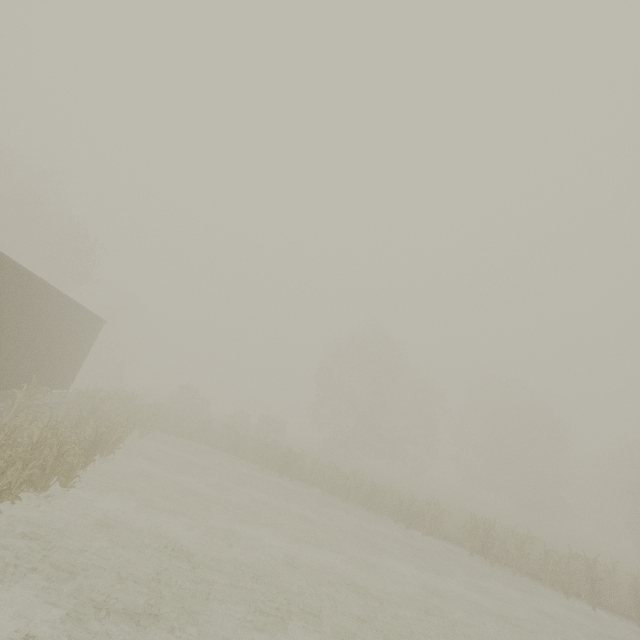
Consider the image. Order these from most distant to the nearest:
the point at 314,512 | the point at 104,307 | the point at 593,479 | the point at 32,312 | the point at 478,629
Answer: the point at 593,479 < the point at 104,307 < the point at 314,512 < the point at 32,312 < the point at 478,629

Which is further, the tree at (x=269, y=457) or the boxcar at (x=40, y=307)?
the tree at (x=269, y=457)

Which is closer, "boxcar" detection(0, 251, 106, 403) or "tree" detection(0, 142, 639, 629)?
"boxcar" detection(0, 251, 106, 403)
